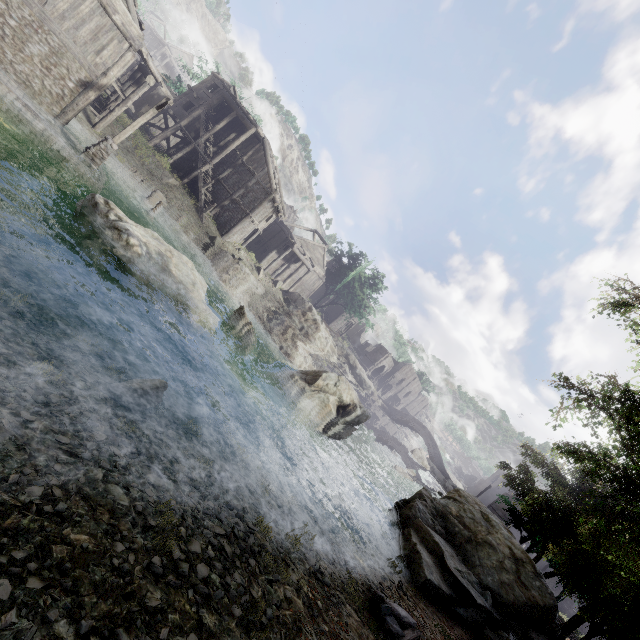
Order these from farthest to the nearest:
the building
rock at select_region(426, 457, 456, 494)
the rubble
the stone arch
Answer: rock at select_region(426, 457, 456, 494) → the stone arch → the building → the rubble

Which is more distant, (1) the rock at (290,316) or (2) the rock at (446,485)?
(2) the rock at (446,485)

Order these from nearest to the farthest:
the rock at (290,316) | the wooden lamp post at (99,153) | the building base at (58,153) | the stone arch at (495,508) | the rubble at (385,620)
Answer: the rubble at (385,620), the building base at (58,153), the wooden lamp post at (99,153), the rock at (290,316), the stone arch at (495,508)

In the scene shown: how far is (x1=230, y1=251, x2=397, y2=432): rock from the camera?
34.1m

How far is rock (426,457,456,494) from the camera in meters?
46.5 m

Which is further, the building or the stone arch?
the stone arch

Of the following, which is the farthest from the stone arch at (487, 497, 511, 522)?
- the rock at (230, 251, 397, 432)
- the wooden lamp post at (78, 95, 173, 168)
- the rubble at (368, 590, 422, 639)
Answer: the wooden lamp post at (78, 95, 173, 168)

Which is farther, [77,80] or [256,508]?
[77,80]
